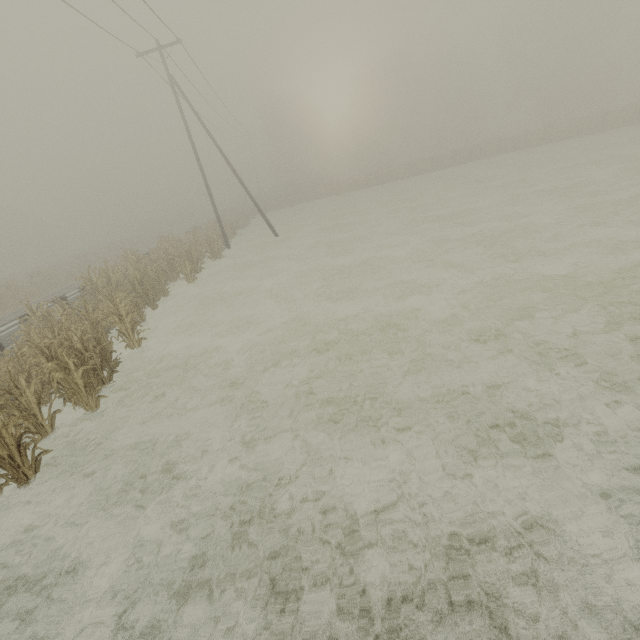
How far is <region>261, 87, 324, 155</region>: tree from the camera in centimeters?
5653cm

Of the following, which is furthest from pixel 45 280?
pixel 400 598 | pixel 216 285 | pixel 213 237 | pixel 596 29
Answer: pixel 596 29

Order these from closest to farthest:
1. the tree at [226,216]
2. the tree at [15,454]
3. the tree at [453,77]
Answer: the tree at [15,454]
the tree at [226,216]
the tree at [453,77]

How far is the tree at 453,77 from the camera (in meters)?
57.38

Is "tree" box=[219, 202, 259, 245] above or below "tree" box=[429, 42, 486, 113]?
below

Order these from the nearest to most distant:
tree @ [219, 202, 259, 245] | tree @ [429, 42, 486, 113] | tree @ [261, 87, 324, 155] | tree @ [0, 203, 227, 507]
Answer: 1. tree @ [0, 203, 227, 507]
2. tree @ [219, 202, 259, 245]
3. tree @ [261, 87, 324, 155]
4. tree @ [429, 42, 486, 113]

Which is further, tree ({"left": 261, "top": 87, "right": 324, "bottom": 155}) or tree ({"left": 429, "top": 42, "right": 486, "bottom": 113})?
tree ({"left": 429, "top": 42, "right": 486, "bottom": 113})

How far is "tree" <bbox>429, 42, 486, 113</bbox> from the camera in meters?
57.4
